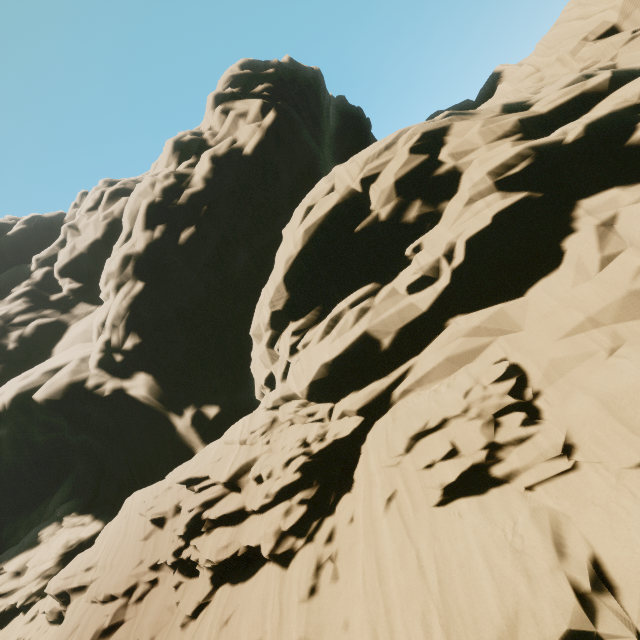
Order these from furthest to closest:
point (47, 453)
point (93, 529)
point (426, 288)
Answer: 1. point (47, 453)
2. point (93, 529)
3. point (426, 288)
